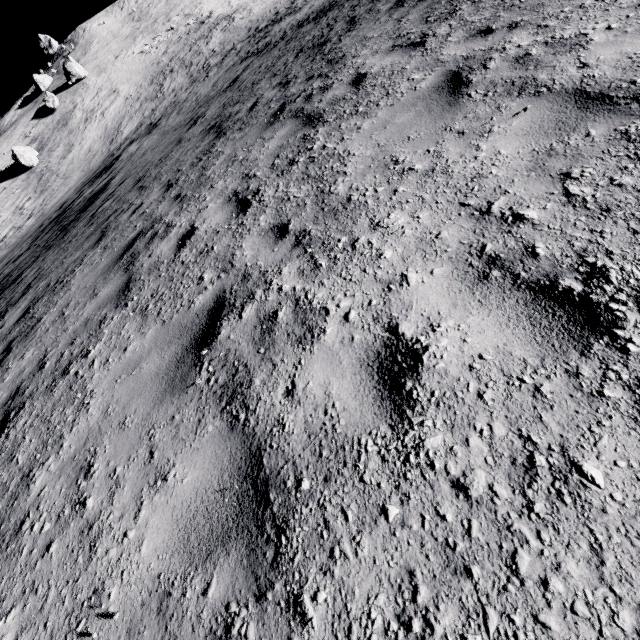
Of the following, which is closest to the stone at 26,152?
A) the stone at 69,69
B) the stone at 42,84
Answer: the stone at 69,69

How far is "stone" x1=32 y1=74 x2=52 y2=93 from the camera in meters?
52.9 m

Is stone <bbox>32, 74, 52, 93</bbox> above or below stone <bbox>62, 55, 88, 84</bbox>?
above

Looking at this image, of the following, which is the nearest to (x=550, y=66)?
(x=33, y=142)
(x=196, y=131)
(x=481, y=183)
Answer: (x=481, y=183)

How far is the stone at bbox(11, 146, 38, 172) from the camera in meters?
33.3 m

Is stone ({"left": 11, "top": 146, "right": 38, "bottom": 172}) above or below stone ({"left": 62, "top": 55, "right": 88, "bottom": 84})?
below

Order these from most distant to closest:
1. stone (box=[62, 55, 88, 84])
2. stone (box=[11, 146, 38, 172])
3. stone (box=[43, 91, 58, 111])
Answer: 1. stone (box=[62, 55, 88, 84])
2. stone (box=[43, 91, 58, 111])
3. stone (box=[11, 146, 38, 172])

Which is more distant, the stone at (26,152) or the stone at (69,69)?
the stone at (69,69)
